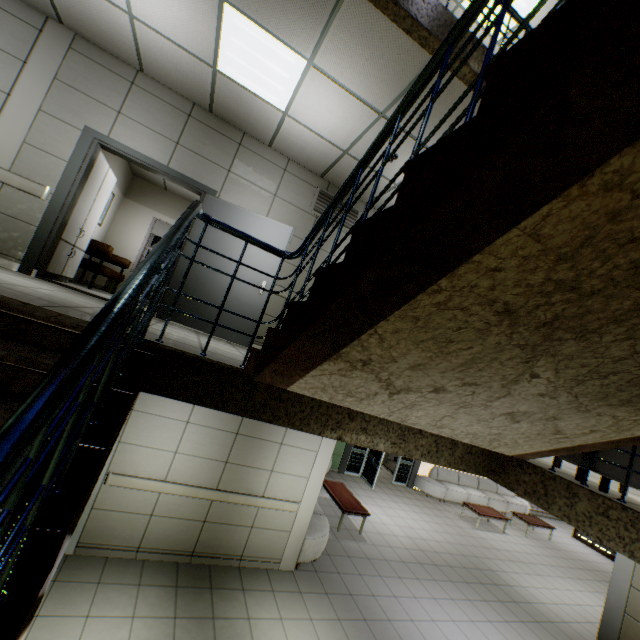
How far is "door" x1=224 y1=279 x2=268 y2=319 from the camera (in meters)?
4.90

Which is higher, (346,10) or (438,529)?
(346,10)

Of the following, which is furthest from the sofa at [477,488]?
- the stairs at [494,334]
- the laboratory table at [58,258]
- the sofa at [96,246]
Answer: the laboratory table at [58,258]

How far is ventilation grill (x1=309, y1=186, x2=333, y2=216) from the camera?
5.7m

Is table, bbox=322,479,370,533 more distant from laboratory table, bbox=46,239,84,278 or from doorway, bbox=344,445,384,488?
laboratory table, bbox=46,239,84,278

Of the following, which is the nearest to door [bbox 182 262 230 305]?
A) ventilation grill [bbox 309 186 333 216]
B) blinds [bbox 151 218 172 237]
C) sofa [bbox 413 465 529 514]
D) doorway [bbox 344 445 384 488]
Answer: ventilation grill [bbox 309 186 333 216]

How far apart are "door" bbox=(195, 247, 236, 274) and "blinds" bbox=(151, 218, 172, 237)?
4.7 meters

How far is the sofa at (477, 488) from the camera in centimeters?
1248cm
